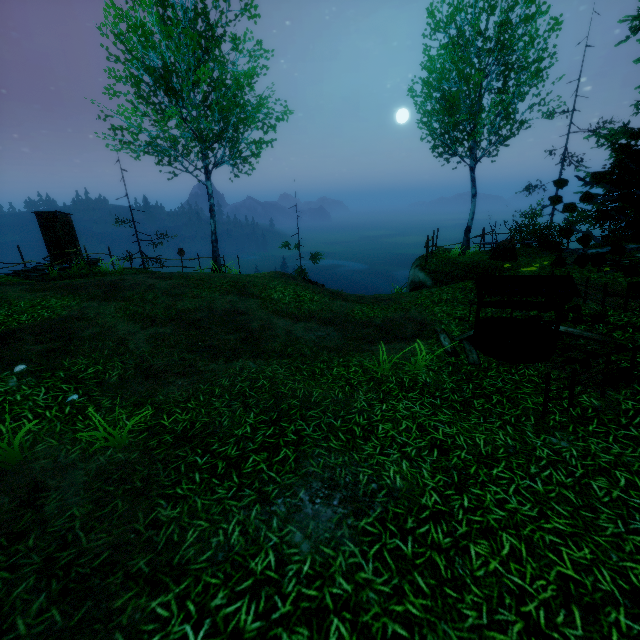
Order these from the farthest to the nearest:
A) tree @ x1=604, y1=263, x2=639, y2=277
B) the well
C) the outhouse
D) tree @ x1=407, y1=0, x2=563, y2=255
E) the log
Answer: the outhouse
the log
tree @ x1=407, y1=0, x2=563, y2=255
the well
tree @ x1=604, y1=263, x2=639, y2=277

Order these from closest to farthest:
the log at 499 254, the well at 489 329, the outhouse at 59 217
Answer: the well at 489 329, the log at 499 254, the outhouse at 59 217

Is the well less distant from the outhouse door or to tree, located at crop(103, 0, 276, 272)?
tree, located at crop(103, 0, 276, 272)

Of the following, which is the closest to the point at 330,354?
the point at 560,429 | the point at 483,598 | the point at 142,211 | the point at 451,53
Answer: the point at 560,429

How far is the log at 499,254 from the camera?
13.47m

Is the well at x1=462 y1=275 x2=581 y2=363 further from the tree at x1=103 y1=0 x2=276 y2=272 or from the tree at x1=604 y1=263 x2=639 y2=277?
the tree at x1=604 y1=263 x2=639 y2=277

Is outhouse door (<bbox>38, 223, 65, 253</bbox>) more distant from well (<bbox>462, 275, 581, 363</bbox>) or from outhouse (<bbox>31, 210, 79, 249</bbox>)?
well (<bbox>462, 275, 581, 363</bbox>)

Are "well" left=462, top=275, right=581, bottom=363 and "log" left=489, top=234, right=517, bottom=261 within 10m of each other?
yes
